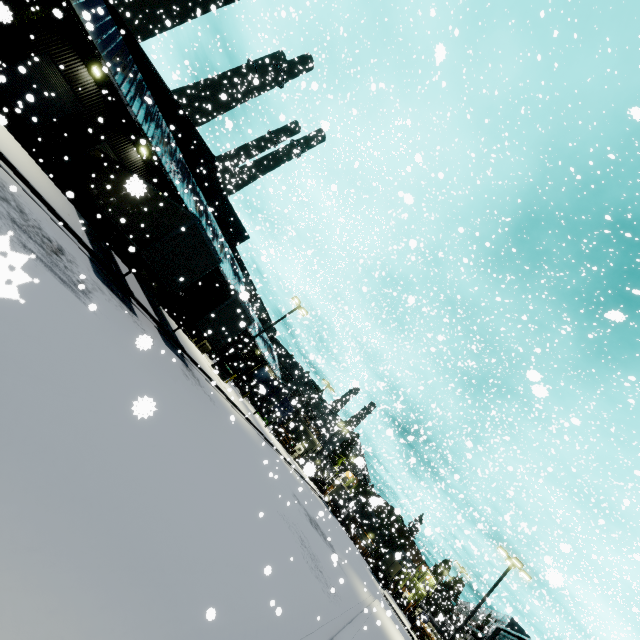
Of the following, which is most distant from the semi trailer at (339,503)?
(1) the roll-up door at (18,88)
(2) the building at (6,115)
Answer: (1) the roll-up door at (18,88)

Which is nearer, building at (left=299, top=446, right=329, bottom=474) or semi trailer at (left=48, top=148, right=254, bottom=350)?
building at (left=299, top=446, right=329, bottom=474)

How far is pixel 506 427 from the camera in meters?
32.2 m

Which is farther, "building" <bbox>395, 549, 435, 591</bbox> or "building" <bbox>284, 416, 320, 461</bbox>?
"building" <bbox>284, 416, 320, 461</bbox>

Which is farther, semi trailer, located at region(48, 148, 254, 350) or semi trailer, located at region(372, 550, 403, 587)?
semi trailer, located at region(372, 550, 403, 587)

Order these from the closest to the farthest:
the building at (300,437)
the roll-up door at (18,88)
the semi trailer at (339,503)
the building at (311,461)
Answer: the building at (311,461) → the roll-up door at (18,88) → the semi trailer at (339,503) → the building at (300,437)

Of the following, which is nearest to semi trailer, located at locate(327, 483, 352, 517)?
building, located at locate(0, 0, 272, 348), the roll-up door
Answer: building, located at locate(0, 0, 272, 348)

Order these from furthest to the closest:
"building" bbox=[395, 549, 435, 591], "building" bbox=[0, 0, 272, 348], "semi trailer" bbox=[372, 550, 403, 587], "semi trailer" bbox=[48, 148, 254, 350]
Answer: "semi trailer" bbox=[372, 550, 403, 587] → "building" bbox=[0, 0, 272, 348] → "semi trailer" bbox=[48, 148, 254, 350] → "building" bbox=[395, 549, 435, 591]
